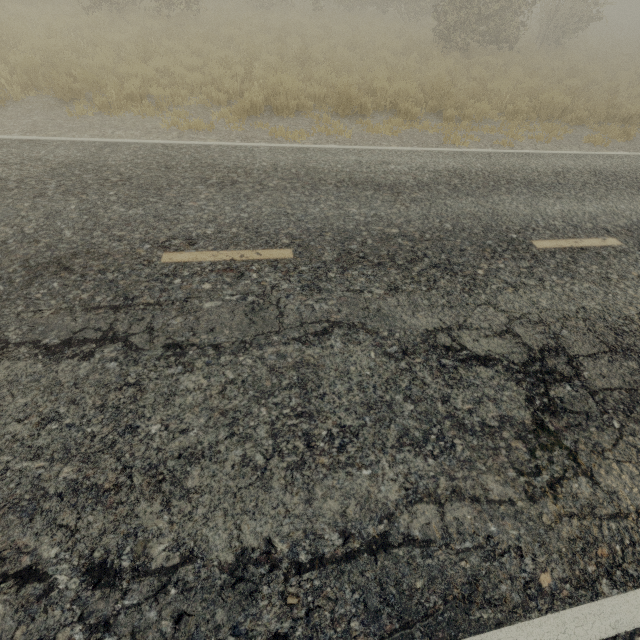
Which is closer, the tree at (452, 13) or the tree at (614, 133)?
the tree at (614, 133)

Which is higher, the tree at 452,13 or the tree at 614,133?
the tree at 452,13

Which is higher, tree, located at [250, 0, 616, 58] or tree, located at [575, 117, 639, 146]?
tree, located at [250, 0, 616, 58]

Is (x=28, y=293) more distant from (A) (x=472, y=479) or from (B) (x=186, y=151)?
(A) (x=472, y=479)

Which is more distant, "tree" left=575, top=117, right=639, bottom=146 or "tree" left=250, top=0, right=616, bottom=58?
"tree" left=250, top=0, right=616, bottom=58
